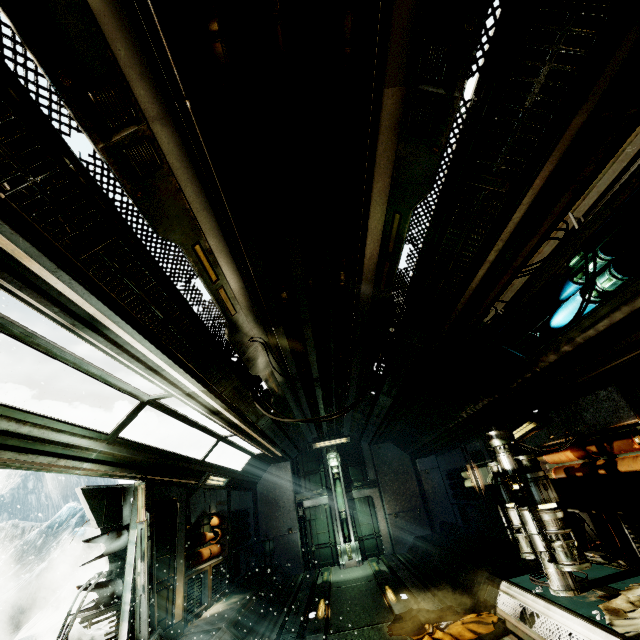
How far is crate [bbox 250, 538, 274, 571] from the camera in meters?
11.5 m

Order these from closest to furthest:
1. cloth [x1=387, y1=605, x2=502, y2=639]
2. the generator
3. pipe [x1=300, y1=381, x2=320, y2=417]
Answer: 1. cloth [x1=387, y1=605, x2=502, y2=639]
2. pipe [x1=300, y1=381, x2=320, y2=417]
3. the generator

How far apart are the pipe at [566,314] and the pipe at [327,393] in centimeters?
302cm

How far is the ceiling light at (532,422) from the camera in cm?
611

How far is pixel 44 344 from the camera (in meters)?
3.21

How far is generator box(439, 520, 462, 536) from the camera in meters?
10.9 m

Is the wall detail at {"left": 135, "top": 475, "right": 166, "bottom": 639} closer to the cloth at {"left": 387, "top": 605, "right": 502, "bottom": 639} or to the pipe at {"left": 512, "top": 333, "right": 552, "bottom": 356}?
the cloth at {"left": 387, "top": 605, "right": 502, "bottom": 639}

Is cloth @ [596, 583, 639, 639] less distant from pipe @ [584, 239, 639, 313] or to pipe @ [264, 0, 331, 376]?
pipe @ [584, 239, 639, 313]
